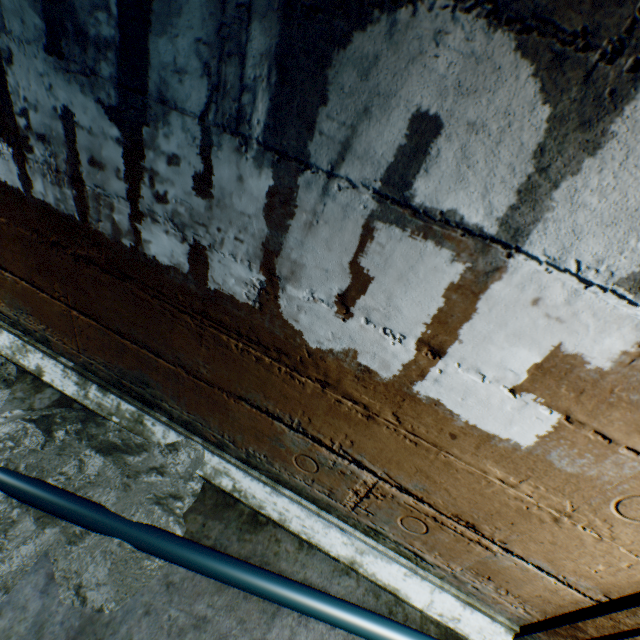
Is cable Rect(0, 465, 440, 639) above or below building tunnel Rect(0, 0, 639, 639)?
below

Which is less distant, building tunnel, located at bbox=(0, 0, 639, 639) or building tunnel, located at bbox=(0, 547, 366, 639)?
building tunnel, located at bbox=(0, 0, 639, 639)

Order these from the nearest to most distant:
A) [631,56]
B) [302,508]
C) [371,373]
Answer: [631,56], [371,373], [302,508]

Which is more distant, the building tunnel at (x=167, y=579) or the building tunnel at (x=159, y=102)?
the building tunnel at (x=167, y=579)

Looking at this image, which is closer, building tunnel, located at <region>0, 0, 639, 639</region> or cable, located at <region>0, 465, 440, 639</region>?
building tunnel, located at <region>0, 0, 639, 639</region>

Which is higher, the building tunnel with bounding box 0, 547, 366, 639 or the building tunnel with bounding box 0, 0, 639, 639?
the building tunnel with bounding box 0, 0, 639, 639

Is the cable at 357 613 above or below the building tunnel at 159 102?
below
